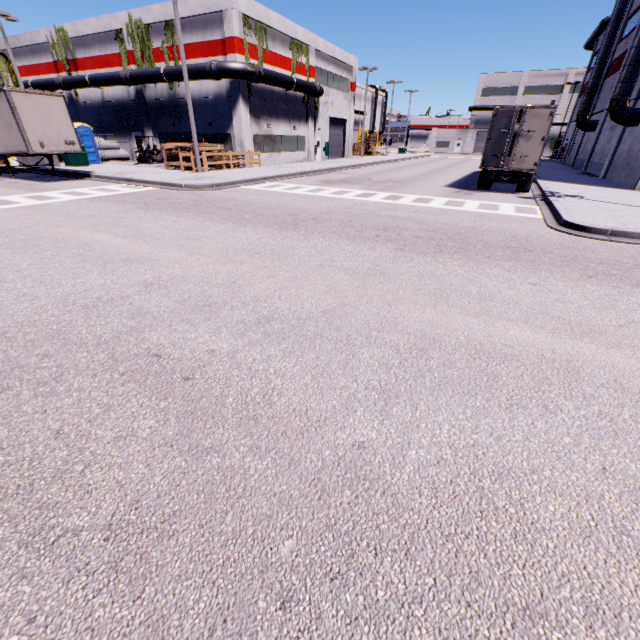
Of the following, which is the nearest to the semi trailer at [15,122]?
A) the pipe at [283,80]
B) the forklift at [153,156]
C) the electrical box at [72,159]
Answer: the pipe at [283,80]

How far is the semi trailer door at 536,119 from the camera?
15.37m

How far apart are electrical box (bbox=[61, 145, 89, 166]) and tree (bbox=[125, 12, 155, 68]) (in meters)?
9.82

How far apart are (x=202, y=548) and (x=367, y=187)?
19.3m

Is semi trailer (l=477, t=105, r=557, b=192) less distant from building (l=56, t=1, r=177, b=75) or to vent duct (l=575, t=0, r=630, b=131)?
building (l=56, t=1, r=177, b=75)

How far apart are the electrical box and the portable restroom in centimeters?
392cm

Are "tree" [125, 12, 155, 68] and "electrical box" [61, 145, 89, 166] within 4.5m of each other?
no

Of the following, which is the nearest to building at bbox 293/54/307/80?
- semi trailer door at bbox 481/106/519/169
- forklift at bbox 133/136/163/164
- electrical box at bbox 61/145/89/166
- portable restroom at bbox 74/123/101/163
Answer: forklift at bbox 133/136/163/164
